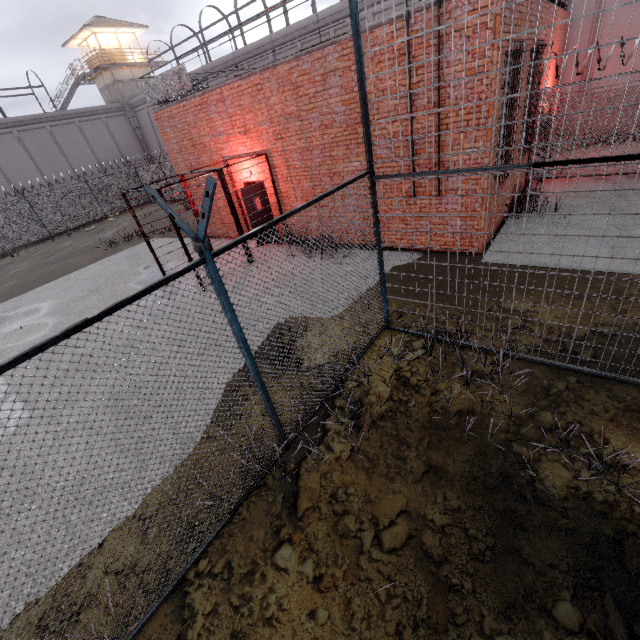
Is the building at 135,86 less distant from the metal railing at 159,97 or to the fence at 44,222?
the fence at 44,222

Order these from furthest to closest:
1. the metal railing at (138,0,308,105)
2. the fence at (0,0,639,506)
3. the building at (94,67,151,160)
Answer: the building at (94,67,151,160) < the metal railing at (138,0,308,105) < the fence at (0,0,639,506)

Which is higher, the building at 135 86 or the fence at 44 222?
the building at 135 86

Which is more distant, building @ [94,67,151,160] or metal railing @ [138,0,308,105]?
building @ [94,67,151,160]

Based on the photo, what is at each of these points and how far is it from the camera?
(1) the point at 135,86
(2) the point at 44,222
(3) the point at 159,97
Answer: (1) building, 32.62m
(2) fence, 22.61m
(3) metal railing, 11.72m

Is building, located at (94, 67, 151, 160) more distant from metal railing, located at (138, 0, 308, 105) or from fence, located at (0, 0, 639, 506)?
metal railing, located at (138, 0, 308, 105)
